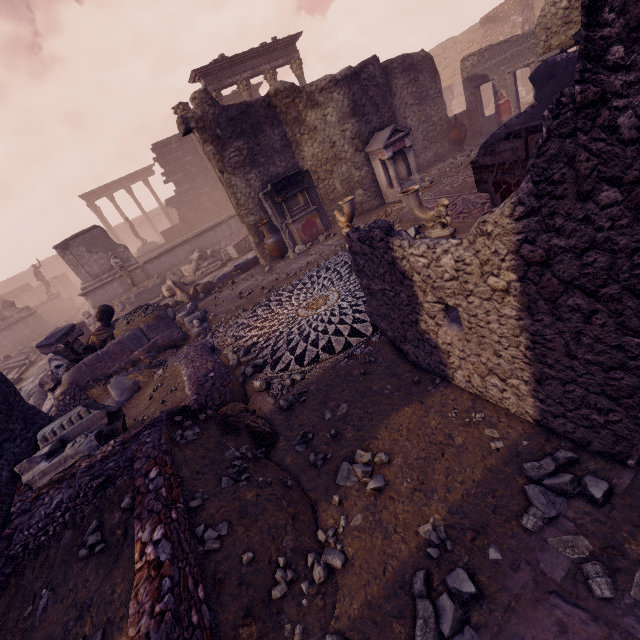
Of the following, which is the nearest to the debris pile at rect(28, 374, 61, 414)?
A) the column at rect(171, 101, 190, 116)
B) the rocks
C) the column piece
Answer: the column piece

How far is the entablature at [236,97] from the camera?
22.0m

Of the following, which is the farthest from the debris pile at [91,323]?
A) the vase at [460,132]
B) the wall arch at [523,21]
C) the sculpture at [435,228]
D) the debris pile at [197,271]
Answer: the wall arch at [523,21]

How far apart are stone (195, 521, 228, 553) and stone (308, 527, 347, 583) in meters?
0.6 m

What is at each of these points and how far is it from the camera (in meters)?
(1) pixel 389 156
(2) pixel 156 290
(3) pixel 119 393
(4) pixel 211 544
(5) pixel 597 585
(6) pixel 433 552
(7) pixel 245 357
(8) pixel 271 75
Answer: (1) altar, 9.77
(2) building debris, 14.83
(3) debris pile, 6.21
(4) stone, 2.35
(5) stone, 1.68
(6) stone, 2.12
(7) rocks, 5.57
(8) column, 17.30

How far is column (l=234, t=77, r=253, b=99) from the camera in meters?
16.7 m

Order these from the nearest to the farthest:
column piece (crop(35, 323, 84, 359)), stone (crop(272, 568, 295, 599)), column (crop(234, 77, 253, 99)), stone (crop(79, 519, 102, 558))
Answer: stone (crop(272, 568, 295, 599)), stone (crop(79, 519, 102, 558)), column piece (crop(35, 323, 84, 359)), column (crop(234, 77, 253, 99))

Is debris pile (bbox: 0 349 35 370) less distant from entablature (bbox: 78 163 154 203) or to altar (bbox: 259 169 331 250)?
altar (bbox: 259 169 331 250)
